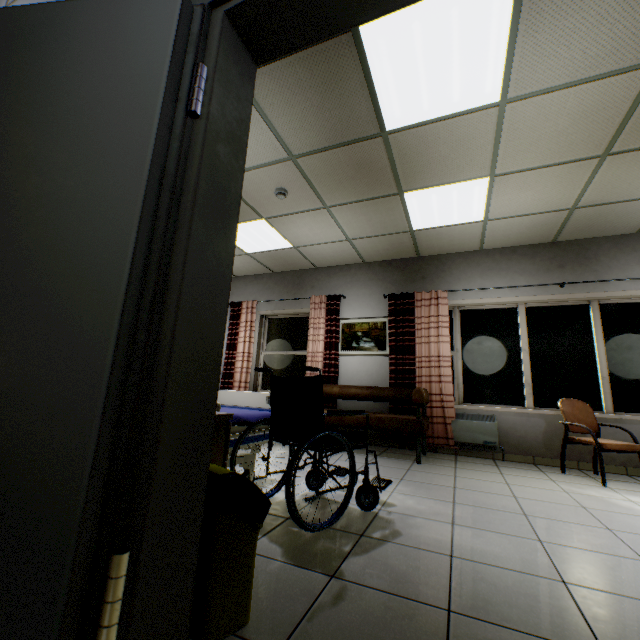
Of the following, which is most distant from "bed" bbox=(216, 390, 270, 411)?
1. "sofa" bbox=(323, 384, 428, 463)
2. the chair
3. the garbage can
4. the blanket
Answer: the chair

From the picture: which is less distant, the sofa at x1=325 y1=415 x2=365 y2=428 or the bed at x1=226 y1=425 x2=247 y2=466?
the bed at x1=226 y1=425 x2=247 y2=466

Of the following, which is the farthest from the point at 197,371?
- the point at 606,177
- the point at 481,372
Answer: the point at 481,372

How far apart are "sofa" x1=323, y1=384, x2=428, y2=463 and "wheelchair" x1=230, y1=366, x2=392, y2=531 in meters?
1.5 m

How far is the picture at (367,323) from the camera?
5.69m

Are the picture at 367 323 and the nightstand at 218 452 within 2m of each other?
no

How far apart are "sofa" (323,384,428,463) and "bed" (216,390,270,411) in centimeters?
154cm

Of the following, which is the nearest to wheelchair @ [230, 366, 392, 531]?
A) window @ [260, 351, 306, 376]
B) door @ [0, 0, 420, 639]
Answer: door @ [0, 0, 420, 639]
